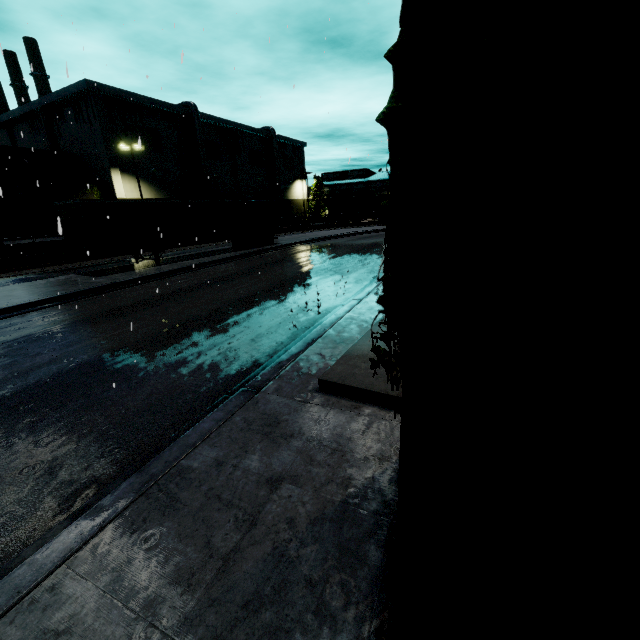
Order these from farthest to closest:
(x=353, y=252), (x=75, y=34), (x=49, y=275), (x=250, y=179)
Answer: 1. (x=250, y=179)
2. (x=353, y=252)
3. (x=49, y=275)
4. (x=75, y=34)

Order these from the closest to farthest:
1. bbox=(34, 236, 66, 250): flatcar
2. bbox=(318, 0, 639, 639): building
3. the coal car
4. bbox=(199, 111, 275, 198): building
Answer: bbox=(318, 0, 639, 639): building < bbox=(34, 236, 66, 250): flatcar < bbox=(199, 111, 275, 198): building < the coal car

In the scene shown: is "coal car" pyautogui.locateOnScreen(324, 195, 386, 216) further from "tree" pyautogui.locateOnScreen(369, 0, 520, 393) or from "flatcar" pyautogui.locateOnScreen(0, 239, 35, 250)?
"flatcar" pyautogui.locateOnScreen(0, 239, 35, 250)

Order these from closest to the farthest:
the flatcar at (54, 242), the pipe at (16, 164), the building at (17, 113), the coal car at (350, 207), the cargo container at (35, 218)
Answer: the cargo container at (35, 218) → the flatcar at (54, 242) → the building at (17, 113) → the pipe at (16, 164) → the coal car at (350, 207)

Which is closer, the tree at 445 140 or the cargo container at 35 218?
the tree at 445 140

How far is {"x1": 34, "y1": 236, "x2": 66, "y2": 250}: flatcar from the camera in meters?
23.4

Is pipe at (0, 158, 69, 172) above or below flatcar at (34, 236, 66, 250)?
above

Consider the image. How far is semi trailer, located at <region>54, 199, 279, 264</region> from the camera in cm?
1605
